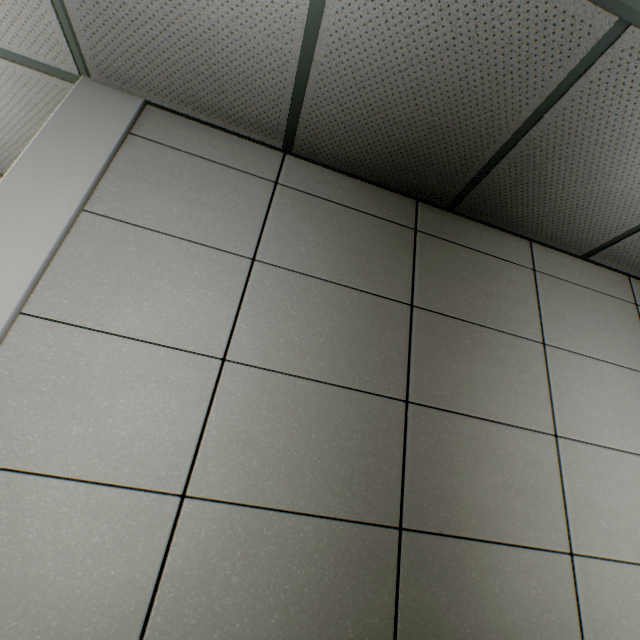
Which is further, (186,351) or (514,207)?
(514,207)
